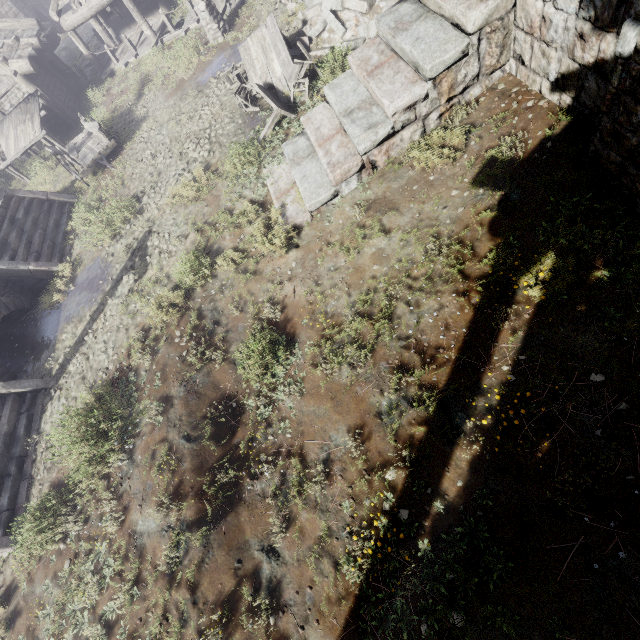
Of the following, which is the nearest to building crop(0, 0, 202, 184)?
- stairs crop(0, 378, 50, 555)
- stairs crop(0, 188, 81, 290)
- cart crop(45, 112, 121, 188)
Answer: cart crop(45, 112, 121, 188)

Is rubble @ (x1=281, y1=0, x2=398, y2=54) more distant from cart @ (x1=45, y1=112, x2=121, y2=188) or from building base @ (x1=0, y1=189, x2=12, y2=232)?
building base @ (x1=0, y1=189, x2=12, y2=232)

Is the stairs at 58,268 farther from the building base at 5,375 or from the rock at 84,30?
the rock at 84,30

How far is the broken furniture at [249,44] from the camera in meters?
8.6 m

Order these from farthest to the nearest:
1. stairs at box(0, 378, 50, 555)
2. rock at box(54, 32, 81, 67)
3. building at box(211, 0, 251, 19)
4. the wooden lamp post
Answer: rock at box(54, 32, 81, 67) < building at box(211, 0, 251, 19) < the wooden lamp post < stairs at box(0, 378, 50, 555)

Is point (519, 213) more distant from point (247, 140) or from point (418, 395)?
point (247, 140)

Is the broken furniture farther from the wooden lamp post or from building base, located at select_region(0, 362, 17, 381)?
building base, located at select_region(0, 362, 17, 381)

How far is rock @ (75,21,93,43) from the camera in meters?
22.7 m
